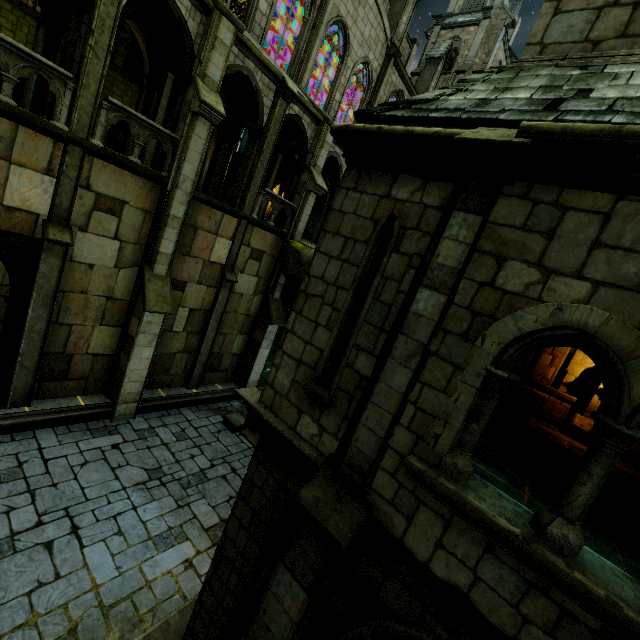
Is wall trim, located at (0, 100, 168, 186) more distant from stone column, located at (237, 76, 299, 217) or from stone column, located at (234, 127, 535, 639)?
stone column, located at (234, 127, 535, 639)

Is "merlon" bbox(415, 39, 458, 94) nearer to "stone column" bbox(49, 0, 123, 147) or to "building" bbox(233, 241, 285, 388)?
"building" bbox(233, 241, 285, 388)

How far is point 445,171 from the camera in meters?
3.7 m

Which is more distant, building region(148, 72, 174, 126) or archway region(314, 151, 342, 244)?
archway region(314, 151, 342, 244)

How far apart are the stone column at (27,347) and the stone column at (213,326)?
5.3 meters

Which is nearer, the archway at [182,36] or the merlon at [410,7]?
the archway at [182,36]

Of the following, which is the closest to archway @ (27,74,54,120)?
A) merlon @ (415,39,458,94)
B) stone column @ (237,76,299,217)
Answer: stone column @ (237,76,299,217)

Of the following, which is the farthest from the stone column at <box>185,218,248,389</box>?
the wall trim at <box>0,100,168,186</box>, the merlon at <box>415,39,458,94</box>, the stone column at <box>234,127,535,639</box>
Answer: the merlon at <box>415,39,458,94</box>
